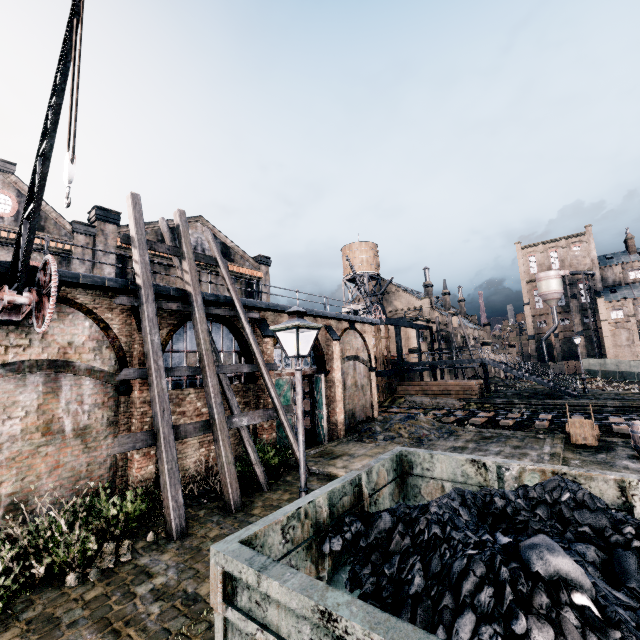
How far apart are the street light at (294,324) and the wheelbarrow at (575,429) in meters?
15.7 m

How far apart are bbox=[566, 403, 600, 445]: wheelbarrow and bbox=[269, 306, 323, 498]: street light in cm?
1567

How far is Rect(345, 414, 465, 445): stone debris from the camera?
18.6 meters

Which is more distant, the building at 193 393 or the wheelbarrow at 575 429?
the wheelbarrow at 575 429

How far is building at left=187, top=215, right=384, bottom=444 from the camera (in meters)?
17.81

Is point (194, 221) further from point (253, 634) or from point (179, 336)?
point (253, 634)

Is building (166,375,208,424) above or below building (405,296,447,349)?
below

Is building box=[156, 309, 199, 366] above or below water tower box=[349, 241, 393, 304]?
below
